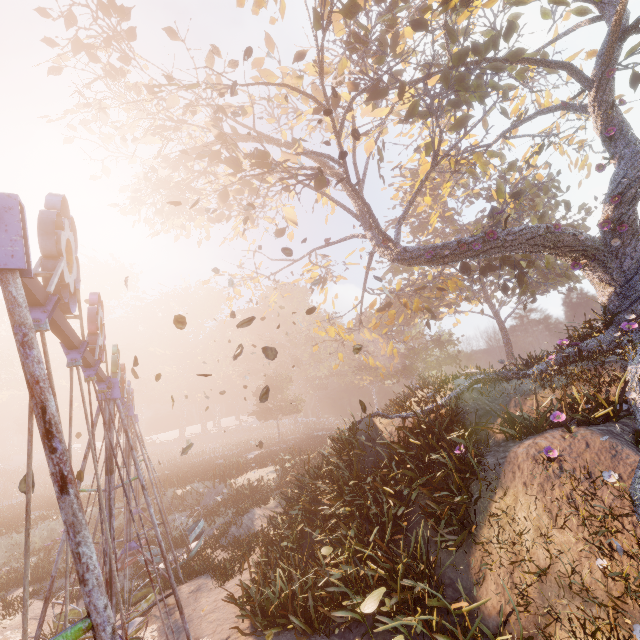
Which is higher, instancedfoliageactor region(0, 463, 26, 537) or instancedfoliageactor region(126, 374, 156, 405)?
instancedfoliageactor region(126, 374, 156, 405)

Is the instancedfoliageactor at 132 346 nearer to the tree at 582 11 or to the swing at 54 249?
the swing at 54 249

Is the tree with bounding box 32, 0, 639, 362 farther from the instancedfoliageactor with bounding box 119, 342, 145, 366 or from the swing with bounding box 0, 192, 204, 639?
the instancedfoliageactor with bounding box 119, 342, 145, 366

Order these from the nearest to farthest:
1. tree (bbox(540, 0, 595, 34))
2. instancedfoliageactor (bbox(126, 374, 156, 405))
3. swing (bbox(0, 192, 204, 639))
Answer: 1. swing (bbox(0, 192, 204, 639))
2. tree (bbox(540, 0, 595, 34))
3. instancedfoliageactor (bbox(126, 374, 156, 405))

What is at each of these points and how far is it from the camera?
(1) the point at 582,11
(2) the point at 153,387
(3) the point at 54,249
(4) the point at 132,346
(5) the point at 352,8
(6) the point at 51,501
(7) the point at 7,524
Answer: (1) tree, 12.3m
(2) instancedfoliageactor, 59.1m
(3) swing, 2.8m
(4) instancedfoliageactor, 58.5m
(5) tree, 8.6m
(6) instancedfoliageactor, 27.3m
(7) instancedfoliageactor, 20.6m

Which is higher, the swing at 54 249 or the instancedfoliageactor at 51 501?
the swing at 54 249

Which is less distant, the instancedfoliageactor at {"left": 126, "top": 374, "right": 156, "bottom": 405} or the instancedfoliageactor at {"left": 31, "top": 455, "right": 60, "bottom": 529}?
the instancedfoliageactor at {"left": 31, "top": 455, "right": 60, "bottom": 529}
